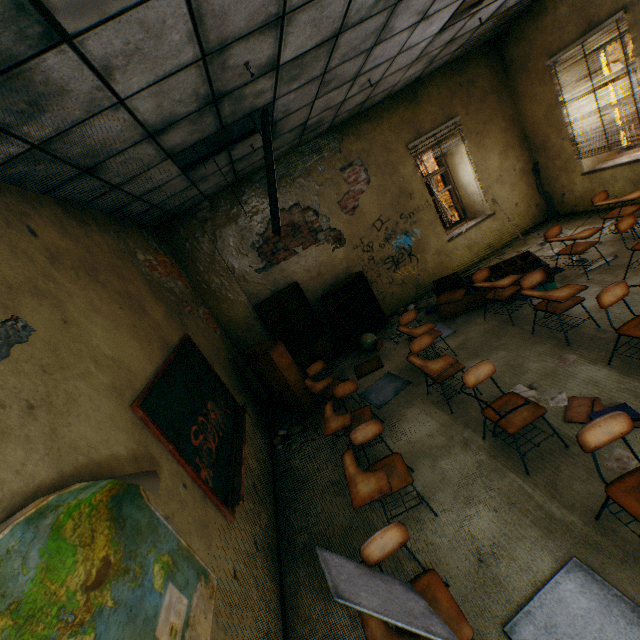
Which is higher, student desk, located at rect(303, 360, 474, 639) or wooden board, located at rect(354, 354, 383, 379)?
student desk, located at rect(303, 360, 474, 639)

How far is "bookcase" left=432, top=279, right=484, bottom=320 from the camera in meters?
5.5

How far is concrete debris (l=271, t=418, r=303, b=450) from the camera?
5.0 meters

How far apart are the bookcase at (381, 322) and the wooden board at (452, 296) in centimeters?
126cm

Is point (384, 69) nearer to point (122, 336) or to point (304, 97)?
point (304, 97)

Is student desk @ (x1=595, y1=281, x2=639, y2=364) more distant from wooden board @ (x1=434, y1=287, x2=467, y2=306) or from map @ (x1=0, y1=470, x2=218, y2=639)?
map @ (x1=0, y1=470, x2=218, y2=639)

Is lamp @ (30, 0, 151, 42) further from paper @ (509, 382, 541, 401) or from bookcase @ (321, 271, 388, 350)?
bookcase @ (321, 271, 388, 350)

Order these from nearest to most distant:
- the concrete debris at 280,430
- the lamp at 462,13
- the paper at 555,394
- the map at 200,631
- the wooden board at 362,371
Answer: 1. the map at 200,631
2. the paper at 555,394
3. the lamp at 462,13
4. the concrete debris at 280,430
5. the wooden board at 362,371
